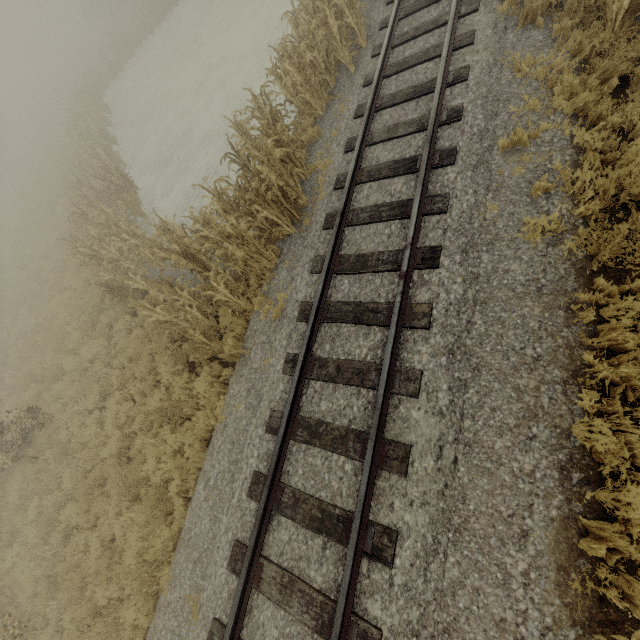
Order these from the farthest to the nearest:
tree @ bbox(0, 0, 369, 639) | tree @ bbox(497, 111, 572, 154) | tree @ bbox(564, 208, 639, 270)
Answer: tree @ bbox(0, 0, 369, 639), tree @ bbox(497, 111, 572, 154), tree @ bbox(564, 208, 639, 270)

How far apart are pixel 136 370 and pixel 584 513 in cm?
974

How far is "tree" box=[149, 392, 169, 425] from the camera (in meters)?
7.38

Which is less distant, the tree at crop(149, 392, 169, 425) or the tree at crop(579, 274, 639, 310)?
the tree at crop(579, 274, 639, 310)

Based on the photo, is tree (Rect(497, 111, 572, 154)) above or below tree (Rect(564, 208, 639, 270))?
above

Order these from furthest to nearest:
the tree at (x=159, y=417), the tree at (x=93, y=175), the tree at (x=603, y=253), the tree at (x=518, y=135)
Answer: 1. the tree at (x=159, y=417)
2. the tree at (x=93, y=175)
3. the tree at (x=518, y=135)
4. the tree at (x=603, y=253)

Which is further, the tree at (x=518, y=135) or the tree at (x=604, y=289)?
the tree at (x=518, y=135)
